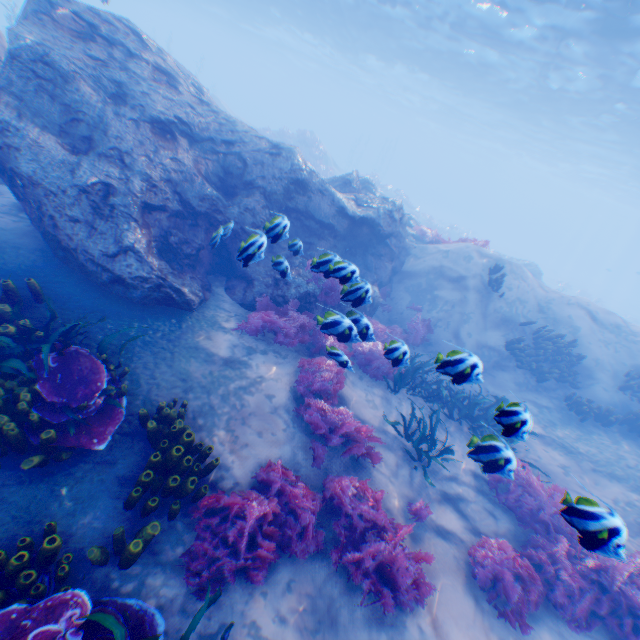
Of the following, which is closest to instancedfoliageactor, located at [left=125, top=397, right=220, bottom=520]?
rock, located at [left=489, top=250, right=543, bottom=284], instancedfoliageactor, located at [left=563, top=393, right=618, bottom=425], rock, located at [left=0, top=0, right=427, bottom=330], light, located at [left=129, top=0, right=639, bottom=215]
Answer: rock, located at [left=0, top=0, right=427, bottom=330]

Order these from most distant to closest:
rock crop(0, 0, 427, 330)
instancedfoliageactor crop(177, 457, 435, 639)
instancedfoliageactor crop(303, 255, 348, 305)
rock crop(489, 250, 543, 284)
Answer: rock crop(489, 250, 543, 284) < rock crop(0, 0, 427, 330) < instancedfoliageactor crop(303, 255, 348, 305) < instancedfoliageactor crop(177, 457, 435, 639)

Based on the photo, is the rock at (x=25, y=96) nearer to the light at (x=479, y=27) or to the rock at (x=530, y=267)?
the light at (x=479, y=27)

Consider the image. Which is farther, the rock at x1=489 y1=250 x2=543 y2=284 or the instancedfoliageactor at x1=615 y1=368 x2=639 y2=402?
the rock at x1=489 y1=250 x2=543 y2=284

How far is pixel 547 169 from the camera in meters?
52.2

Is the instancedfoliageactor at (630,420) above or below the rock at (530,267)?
below

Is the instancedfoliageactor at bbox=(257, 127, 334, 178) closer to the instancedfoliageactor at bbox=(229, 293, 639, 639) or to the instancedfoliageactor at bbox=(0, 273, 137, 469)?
the instancedfoliageactor at bbox=(0, 273, 137, 469)

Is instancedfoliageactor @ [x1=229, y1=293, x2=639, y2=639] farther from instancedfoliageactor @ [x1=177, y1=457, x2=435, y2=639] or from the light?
the light
